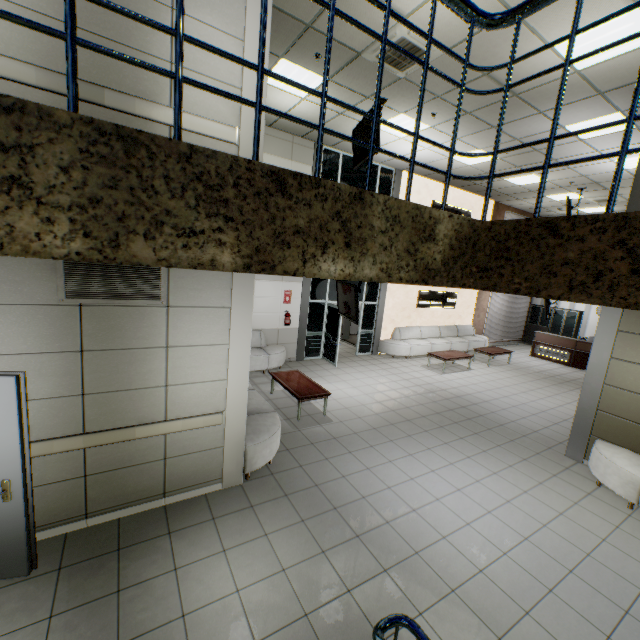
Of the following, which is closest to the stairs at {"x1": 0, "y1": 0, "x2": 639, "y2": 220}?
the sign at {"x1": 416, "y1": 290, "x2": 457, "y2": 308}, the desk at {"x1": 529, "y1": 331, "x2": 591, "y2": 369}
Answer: the sign at {"x1": 416, "y1": 290, "x2": 457, "y2": 308}

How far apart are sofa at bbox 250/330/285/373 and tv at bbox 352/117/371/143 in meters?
5.2

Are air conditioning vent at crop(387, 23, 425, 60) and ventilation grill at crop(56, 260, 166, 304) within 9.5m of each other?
yes

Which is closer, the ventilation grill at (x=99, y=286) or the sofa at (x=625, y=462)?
the ventilation grill at (x=99, y=286)

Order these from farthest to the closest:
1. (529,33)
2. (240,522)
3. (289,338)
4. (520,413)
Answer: (289,338) < (520,413) < (529,33) < (240,522)

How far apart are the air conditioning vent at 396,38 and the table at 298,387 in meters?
6.2 m

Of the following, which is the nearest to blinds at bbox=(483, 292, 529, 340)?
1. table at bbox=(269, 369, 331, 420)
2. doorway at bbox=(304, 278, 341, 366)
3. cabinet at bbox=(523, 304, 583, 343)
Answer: cabinet at bbox=(523, 304, 583, 343)

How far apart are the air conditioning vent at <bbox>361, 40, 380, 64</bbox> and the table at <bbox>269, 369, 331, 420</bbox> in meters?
6.2
